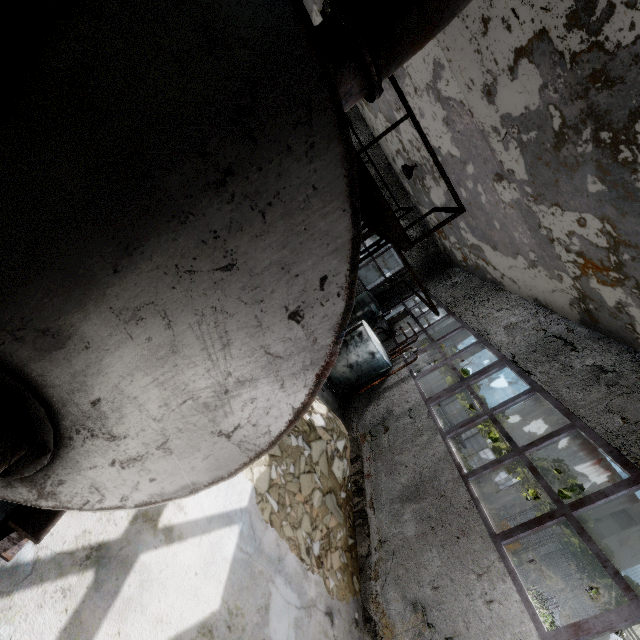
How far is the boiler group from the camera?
10.9 meters

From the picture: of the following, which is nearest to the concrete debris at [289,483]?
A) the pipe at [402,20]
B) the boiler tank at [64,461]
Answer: the boiler tank at [64,461]

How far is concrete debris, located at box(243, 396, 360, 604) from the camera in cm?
522

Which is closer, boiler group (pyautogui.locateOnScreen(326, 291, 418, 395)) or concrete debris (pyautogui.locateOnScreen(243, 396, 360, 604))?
concrete debris (pyautogui.locateOnScreen(243, 396, 360, 604))

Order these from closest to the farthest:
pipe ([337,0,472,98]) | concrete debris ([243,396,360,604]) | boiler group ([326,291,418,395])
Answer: pipe ([337,0,472,98]), concrete debris ([243,396,360,604]), boiler group ([326,291,418,395])

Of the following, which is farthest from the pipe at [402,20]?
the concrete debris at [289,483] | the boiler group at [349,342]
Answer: the concrete debris at [289,483]

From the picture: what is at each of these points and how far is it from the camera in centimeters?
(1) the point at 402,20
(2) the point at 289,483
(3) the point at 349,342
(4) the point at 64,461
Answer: (1) pipe, 221cm
(2) concrete debris, 573cm
(3) boiler group, 1120cm
(4) boiler tank, 206cm

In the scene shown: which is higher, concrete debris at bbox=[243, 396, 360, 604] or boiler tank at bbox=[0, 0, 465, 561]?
boiler tank at bbox=[0, 0, 465, 561]
